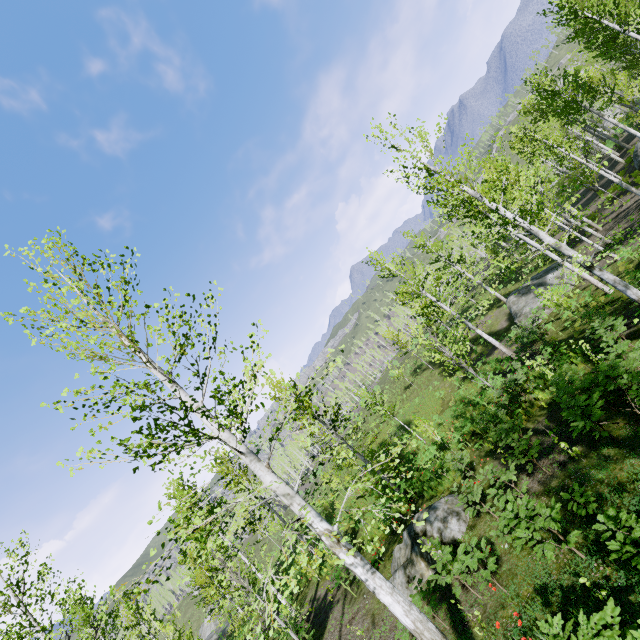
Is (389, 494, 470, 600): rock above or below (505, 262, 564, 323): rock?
above

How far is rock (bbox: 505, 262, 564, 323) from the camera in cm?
2244

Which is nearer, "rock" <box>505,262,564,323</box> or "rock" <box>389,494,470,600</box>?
"rock" <box>389,494,470,600</box>

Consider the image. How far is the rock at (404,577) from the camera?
9.0 meters

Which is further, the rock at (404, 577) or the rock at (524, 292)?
the rock at (524, 292)

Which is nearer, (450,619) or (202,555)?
(450,619)

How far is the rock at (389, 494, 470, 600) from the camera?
9.0m
